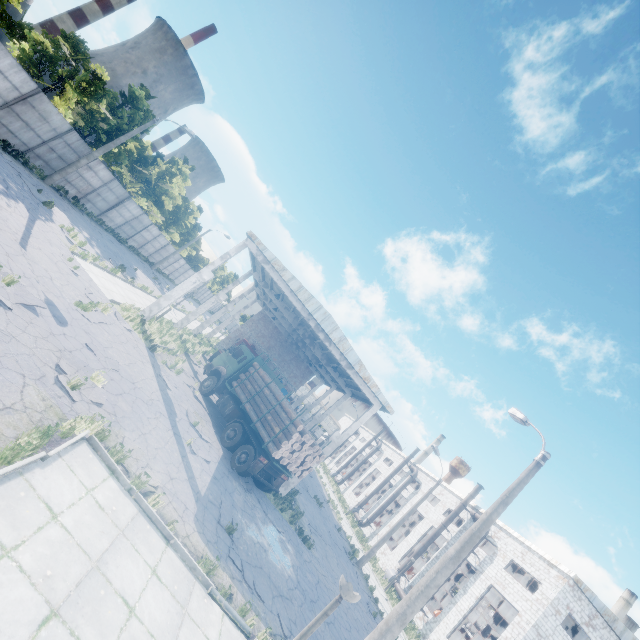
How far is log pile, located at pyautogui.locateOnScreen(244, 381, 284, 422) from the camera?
15.78m

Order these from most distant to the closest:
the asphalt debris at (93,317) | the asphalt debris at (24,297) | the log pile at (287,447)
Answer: the log pile at (287,447), the asphalt debris at (93,317), the asphalt debris at (24,297)

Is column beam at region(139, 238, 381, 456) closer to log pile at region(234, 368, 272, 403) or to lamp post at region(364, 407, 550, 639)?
log pile at region(234, 368, 272, 403)

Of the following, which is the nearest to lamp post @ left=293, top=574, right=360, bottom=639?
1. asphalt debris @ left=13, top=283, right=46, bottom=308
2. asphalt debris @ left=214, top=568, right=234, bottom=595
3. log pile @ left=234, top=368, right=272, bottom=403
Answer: asphalt debris @ left=214, top=568, right=234, bottom=595

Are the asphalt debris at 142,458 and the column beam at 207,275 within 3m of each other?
no

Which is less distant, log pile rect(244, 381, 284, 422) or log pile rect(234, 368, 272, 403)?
log pile rect(244, 381, 284, 422)

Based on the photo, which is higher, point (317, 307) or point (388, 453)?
point (388, 453)

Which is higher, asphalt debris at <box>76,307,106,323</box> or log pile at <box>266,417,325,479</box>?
log pile at <box>266,417,325,479</box>
